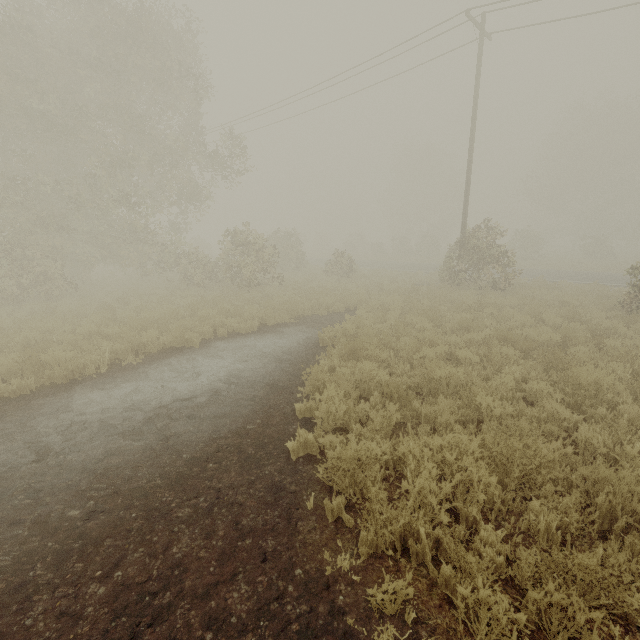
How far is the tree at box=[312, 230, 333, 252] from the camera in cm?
5356

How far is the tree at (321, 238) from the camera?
53.6m

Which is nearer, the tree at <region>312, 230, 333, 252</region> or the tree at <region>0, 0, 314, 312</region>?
the tree at <region>0, 0, 314, 312</region>

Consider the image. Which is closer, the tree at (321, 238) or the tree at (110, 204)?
the tree at (110, 204)

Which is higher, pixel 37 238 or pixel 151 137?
pixel 151 137
